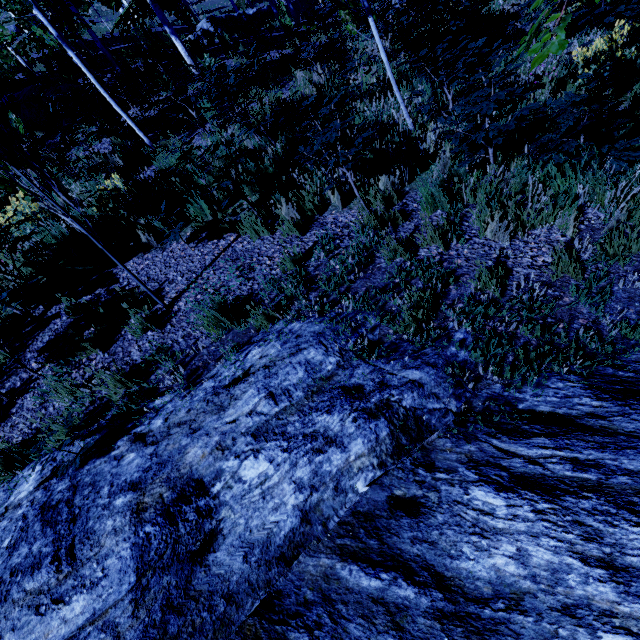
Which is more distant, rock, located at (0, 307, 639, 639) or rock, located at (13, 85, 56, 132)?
rock, located at (13, 85, 56, 132)

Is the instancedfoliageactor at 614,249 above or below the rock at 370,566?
below

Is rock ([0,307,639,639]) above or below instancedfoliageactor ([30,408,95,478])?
below

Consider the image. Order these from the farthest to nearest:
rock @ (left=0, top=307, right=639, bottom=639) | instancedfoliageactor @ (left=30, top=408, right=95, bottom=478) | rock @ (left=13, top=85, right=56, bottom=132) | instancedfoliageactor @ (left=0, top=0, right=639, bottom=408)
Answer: rock @ (left=13, top=85, right=56, bottom=132), instancedfoliageactor @ (left=0, top=0, right=639, bottom=408), instancedfoliageactor @ (left=30, top=408, right=95, bottom=478), rock @ (left=0, top=307, right=639, bottom=639)

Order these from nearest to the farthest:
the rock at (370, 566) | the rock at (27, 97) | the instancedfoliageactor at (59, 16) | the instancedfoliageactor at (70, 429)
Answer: the rock at (370, 566)
the instancedfoliageactor at (70, 429)
the instancedfoliageactor at (59, 16)
the rock at (27, 97)

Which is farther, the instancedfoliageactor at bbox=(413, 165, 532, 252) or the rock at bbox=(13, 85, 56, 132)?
the rock at bbox=(13, 85, 56, 132)

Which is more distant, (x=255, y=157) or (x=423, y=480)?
(x=255, y=157)
